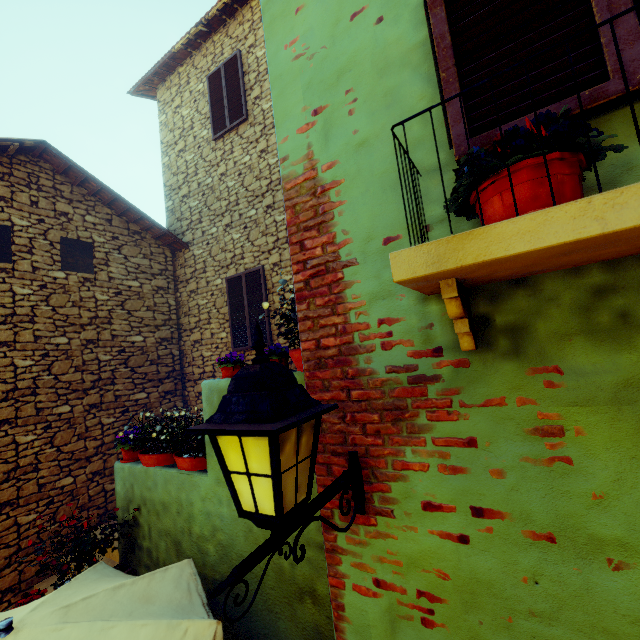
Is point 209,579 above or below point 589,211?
below

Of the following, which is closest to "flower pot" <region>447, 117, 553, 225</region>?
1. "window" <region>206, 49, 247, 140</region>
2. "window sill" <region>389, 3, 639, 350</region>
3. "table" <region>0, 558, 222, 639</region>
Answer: "window sill" <region>389, 3, 639, 350</region>

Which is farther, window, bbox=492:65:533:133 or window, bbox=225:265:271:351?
window, bbox=225:265:271:351

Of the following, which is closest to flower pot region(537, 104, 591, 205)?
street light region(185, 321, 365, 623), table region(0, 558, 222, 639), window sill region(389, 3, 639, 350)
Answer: window sill region(389, 3, 639, 350)

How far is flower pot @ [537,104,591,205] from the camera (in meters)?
0.93

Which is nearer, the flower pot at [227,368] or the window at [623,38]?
the window at [623,38]

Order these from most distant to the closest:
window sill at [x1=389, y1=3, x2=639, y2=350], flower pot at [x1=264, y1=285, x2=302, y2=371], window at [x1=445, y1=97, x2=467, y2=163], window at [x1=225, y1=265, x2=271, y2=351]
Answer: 1. window at [x1=225, y1=265, x2=271, y2=351]
2. flower pot at [x1=264, y1=285, x2=302, y2=371]
3. window at [x1=445, y1=97, x2=467, y2=163]
4. window sill at [x1=389, y1=3, x2=639, y2=350]

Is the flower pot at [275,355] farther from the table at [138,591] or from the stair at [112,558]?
the stair at [112,558]
